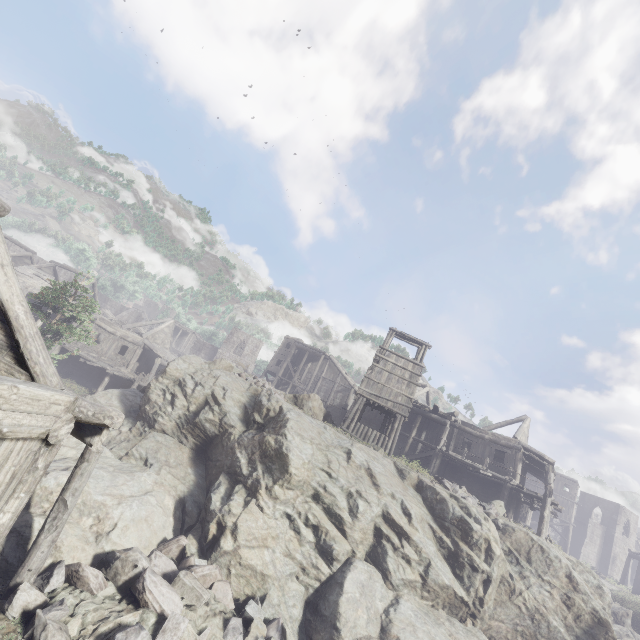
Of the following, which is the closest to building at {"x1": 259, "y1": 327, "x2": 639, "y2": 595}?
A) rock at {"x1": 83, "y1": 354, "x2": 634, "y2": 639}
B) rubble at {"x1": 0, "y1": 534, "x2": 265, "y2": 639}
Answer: rock at {"x1": 83, "y1": 354, "x2": 634, "y2": 639}

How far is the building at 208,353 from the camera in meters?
55.4

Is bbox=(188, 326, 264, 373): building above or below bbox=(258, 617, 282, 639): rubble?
above

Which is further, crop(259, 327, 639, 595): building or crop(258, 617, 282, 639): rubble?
crop(259, 327, 639, 595): building

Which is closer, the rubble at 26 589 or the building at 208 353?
the rubble at 26 589

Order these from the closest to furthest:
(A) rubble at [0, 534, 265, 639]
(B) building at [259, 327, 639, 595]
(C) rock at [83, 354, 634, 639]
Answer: (A) rubble at [0, 534, 265, 639], (C) rock at [83, 354, 634, 639], (B) building at [259, 327, 639, 595]

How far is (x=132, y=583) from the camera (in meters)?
8.16
